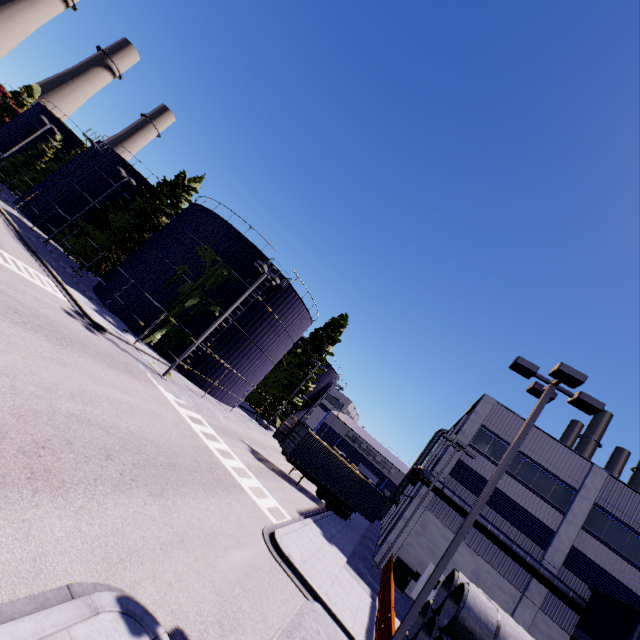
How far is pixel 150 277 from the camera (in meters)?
27.05

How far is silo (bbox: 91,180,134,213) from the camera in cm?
3681

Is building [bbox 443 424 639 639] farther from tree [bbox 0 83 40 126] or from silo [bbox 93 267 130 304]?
tree [bbox 0 83 40 126]

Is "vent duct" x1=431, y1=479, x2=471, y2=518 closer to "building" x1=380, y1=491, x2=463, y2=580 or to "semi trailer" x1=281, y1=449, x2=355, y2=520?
"building" x1=380, y1=491, x2=463, y2=580

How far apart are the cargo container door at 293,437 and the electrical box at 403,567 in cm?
967

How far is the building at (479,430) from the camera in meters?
23.7 m

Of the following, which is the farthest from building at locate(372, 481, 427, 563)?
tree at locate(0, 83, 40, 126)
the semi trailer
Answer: tree at locate(0, 83, 40, 126)

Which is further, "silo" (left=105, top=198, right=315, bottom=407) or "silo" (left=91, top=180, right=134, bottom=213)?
"silo" (left=91, top=180, right=134, bottom=213)
